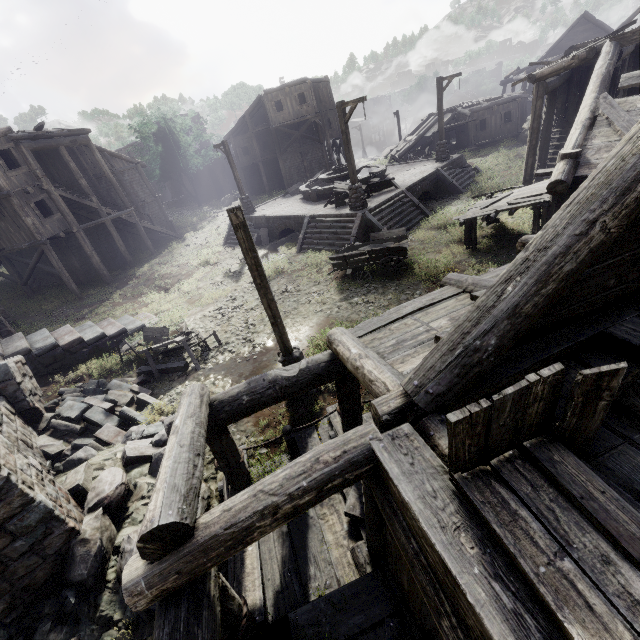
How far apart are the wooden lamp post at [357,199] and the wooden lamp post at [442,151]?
9.08m

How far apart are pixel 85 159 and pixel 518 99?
37.02m

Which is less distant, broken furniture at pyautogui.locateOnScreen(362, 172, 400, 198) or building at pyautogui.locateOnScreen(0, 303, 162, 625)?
building at pyautogui.locateOnScreen(0, 303, 162, 625)

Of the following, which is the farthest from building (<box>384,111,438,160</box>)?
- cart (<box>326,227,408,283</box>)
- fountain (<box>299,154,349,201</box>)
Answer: cart (<box>326,227,408,283</box>)

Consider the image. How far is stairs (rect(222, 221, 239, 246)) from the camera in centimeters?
2263cm

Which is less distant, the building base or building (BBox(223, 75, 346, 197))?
the building base

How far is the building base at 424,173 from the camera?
17.4 meters
